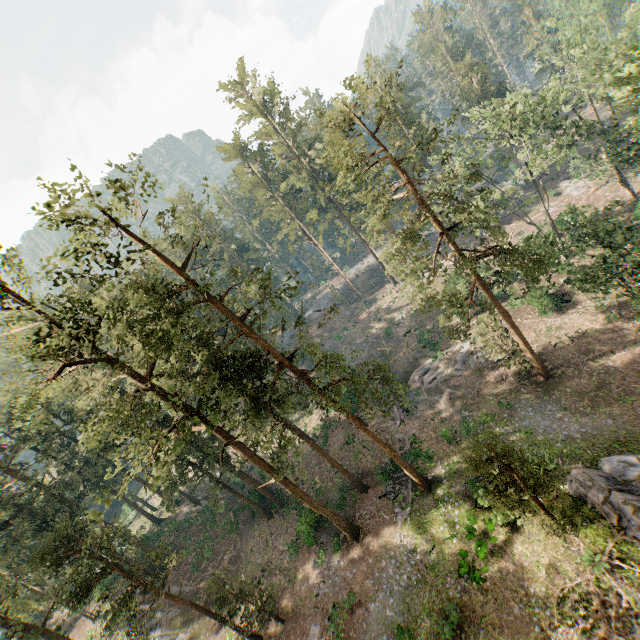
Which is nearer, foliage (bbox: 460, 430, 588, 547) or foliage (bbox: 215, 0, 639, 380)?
foliage (bbox: 460, 430, 588, 547)

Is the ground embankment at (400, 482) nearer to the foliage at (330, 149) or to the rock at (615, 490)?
the foliage at (330, 149)

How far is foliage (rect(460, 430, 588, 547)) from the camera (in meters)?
15.06

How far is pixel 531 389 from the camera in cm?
2734

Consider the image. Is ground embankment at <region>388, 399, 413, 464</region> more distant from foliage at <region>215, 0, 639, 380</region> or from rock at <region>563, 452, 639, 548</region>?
rock at <region>563, 452, 639, 548</region>

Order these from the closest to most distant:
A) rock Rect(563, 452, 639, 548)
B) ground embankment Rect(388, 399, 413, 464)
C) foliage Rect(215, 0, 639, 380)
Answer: rock Rect(563, 452, 639, 548) → foliage Rect(215, 0, 639, 380) → ground embankment Rect(388, 399, 413, 464)

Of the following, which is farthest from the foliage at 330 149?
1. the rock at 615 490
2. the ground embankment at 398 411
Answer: the ground embankment at 398 411
